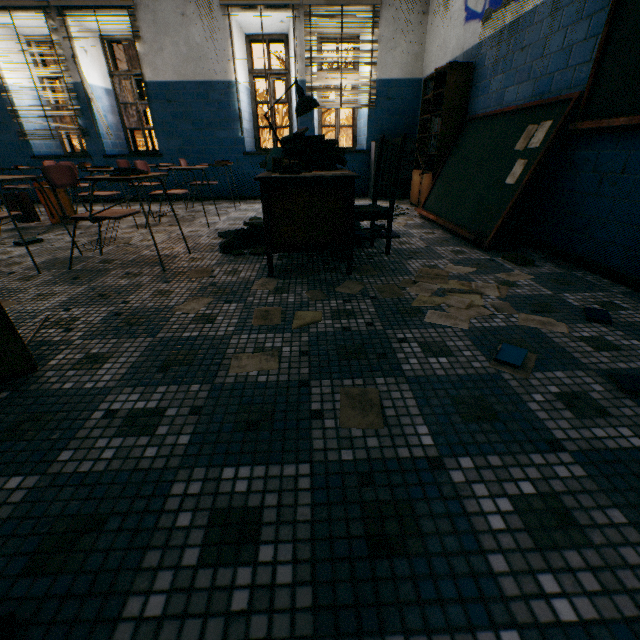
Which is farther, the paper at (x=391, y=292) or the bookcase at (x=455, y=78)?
the bookcase at (x=455, y=78)

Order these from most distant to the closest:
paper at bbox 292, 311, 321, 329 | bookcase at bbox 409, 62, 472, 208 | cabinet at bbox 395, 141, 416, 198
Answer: cabinet at bbox 395, 141, 416, 198 → bookcase at bbox 409, 62, 472, 208 → paper at bbox 292, 311, 321, 329

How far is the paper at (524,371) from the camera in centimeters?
135cm

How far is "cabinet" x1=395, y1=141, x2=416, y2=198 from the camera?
5.80m

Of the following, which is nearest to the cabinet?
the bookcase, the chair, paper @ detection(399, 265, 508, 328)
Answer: the bookcase

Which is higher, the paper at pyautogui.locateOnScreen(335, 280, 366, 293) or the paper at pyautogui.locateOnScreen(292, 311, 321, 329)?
the paper at pyautogui.locateOnScreen(335, 280, 366, 293)

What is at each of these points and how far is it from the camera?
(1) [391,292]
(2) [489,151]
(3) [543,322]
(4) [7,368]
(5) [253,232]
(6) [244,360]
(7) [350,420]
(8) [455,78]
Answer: (1) paper, 2.14m
(2) blackboard, 3.44m
(3) paper, 1.74m
(4) student desk, 1.31m
(5) book, 3.28m
(6) paper, 1.46m
(7) paper, 1.13m
(8) bookcase, 4.03m

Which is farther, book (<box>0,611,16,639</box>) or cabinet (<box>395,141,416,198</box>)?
cabinet (<box>395,141,416,198</box>)
